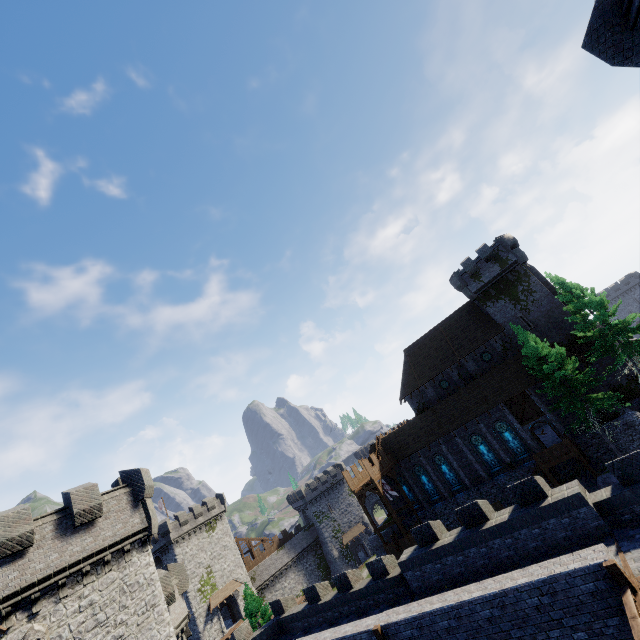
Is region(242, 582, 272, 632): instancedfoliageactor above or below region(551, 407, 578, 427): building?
below

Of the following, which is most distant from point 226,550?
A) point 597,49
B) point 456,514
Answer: point 597,49

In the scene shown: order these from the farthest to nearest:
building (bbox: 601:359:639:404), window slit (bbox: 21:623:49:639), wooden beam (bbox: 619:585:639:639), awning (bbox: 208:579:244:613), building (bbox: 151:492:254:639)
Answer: awning (bbox: 208:579:244:613) < building (bbox: 151:492:254:639) < building (bbox: 601:359:639:404) < window slit (bbox: 21:623:49:639) < wooden beam (bbox: 619:585:639:639)

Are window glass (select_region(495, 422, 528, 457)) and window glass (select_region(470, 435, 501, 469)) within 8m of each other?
yes

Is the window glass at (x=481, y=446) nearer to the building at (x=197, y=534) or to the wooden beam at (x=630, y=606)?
the wooden beam at (x=630, y=606)

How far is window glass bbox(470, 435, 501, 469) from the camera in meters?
34.0

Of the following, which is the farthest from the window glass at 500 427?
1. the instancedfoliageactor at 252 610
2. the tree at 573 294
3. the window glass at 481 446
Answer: the instancedfoliageactor at 252 610

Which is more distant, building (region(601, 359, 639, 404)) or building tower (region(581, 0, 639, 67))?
building (region(601, 359, 639, 404))
